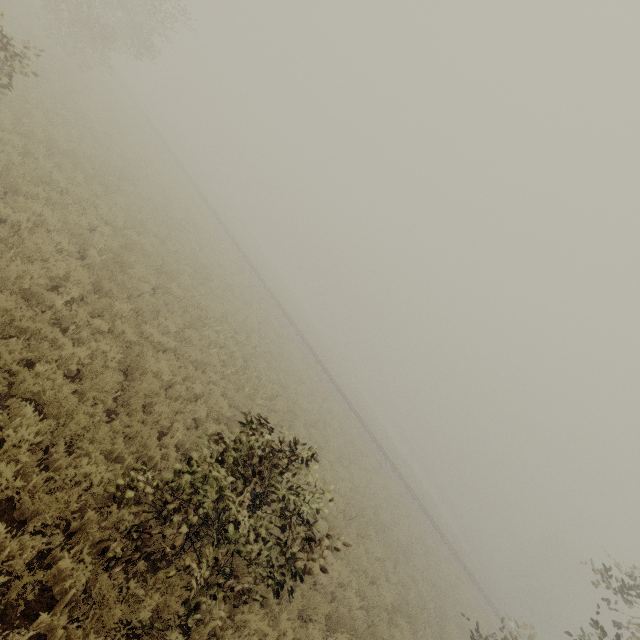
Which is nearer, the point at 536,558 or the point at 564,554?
the point at 536,558
